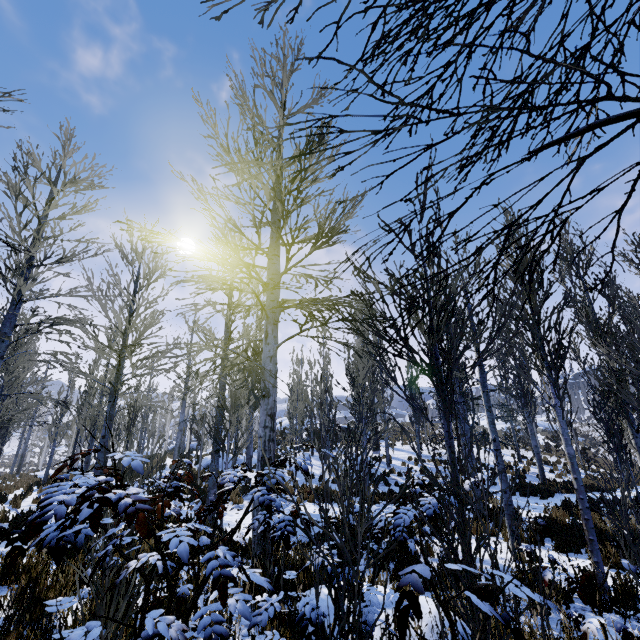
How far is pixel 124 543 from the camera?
1.9 meters
